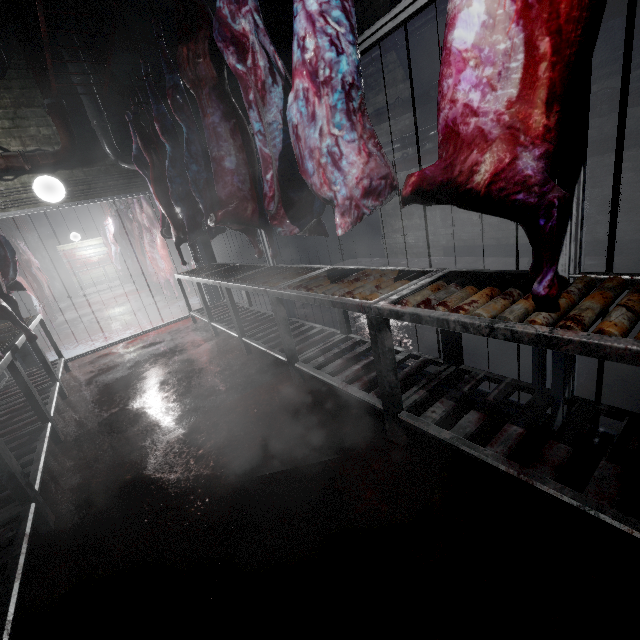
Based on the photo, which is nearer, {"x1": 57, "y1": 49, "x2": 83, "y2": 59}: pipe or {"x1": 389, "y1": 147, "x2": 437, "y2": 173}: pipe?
{"x1": 57, "y1": 49, "x2": 83, "y2": 59}: pipe

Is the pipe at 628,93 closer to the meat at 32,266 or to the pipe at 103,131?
the pipe at 103,131

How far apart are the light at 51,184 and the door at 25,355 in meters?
0.5

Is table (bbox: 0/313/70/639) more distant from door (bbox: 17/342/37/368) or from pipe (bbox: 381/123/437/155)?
pipe (bbox: 381/123/437/155)

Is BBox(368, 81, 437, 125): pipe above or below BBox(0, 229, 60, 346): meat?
above

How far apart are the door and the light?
0.5m

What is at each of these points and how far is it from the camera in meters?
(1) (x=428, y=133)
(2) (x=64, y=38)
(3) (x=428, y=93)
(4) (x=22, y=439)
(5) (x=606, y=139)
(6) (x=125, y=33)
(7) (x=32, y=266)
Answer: (1) pipe, 4.6 m
(2) pipe, 3.8 m
(3) pipe, 4.4 m
(4) table, 2.2 m
(5) pipe, 3.2 m
(6) pipe, 4.1 m
(7) meat, 8.4 m

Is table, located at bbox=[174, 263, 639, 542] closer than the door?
Yes
